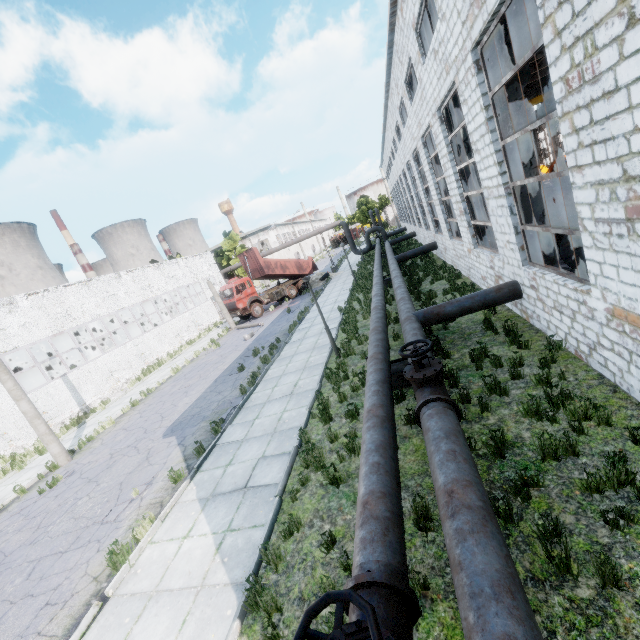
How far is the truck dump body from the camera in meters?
29.0

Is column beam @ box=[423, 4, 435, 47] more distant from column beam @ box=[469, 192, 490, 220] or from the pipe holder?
the pipe holder

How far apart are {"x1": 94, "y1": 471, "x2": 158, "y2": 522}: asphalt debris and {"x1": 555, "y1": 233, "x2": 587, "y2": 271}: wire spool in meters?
14.0

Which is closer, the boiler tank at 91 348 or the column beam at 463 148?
the column beam at 463 148

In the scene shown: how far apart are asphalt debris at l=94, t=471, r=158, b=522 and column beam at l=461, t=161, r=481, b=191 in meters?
13.9

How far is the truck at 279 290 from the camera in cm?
2731

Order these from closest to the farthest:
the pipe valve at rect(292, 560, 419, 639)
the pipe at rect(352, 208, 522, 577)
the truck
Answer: the pipe valve at rect(292, 560, 419, 639) → the pipe at rect(352, 208, 522, 577) → the truck

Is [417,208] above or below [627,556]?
above
